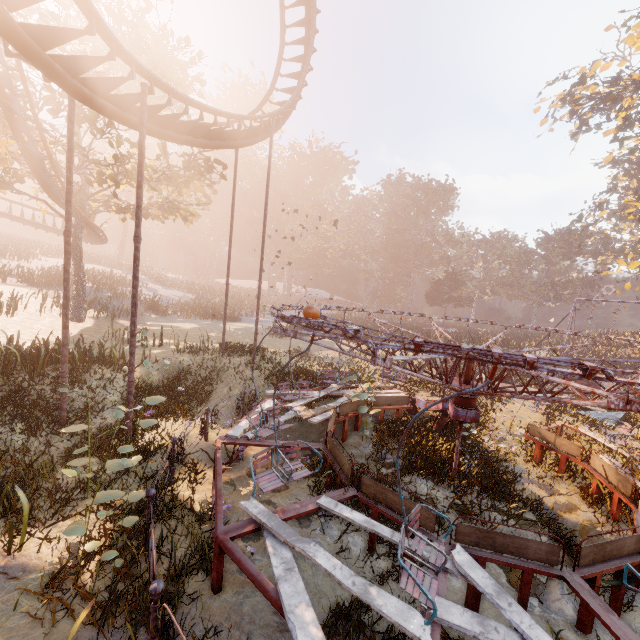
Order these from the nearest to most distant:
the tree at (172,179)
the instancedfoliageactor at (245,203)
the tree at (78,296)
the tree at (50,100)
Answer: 1. the tree at (50,100)
2. the tree at (172,179)
3. the tree at (78,296)
4. the instancedfoliageactor at (245,203)

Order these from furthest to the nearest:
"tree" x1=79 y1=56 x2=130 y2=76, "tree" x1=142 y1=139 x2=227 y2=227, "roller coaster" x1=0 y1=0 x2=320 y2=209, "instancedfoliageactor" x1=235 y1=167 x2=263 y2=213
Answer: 1. "instancedfoliageactor" x1=235 y1=167 x2=263 y2=213
2. "tree" x1=142 y1=139 x2=227 y2=227
3. "tree" x1=79 y1=56 x2=130 y2=76
4. "roller coaster" x1=0 y1=0 x2=320 y2=209

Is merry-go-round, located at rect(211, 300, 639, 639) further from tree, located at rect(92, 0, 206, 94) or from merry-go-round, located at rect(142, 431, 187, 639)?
tree, located at rect(92, 0, 206, 94)

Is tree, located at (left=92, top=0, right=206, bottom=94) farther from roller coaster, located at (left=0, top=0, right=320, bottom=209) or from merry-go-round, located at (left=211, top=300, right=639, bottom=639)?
merry-go-round, located at (left=211, top=300, right=639, bottom=639)

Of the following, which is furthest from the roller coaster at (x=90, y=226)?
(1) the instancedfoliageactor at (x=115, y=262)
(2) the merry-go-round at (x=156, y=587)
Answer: (1) the instancedfoliageactor at (x=115, y=262)

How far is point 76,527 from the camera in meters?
5.0

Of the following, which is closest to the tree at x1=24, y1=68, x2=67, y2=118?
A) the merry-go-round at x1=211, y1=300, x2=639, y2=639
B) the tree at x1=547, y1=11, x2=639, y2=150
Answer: the merry-go-round at x1=211, y1=300, x2=639, y2=639
